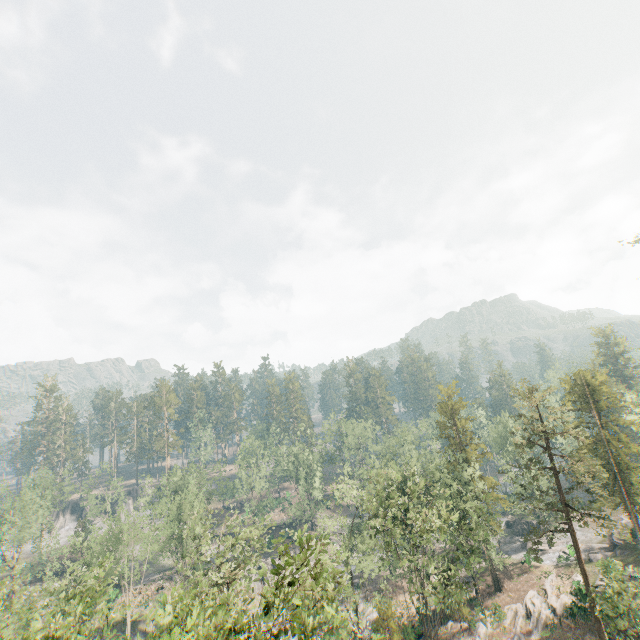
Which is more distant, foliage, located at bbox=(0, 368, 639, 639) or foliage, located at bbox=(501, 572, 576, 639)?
foliage, located at bbox=(501, 572, 576, 639)

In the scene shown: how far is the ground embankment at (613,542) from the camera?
45.91m

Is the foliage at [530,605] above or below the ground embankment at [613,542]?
below

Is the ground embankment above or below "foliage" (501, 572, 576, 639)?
above

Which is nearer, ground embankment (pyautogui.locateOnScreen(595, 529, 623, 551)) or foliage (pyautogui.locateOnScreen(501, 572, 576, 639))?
foliage (pyautogui.locateOnScreen(501, 572, 576, 639))

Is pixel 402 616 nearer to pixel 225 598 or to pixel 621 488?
pixel 621 488

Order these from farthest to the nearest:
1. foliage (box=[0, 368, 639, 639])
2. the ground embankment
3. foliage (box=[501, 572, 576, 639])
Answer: the ground embankment, foliage (box=[501, 572, 576, 639]), foliage (box=[0, 368, 639, 639])
